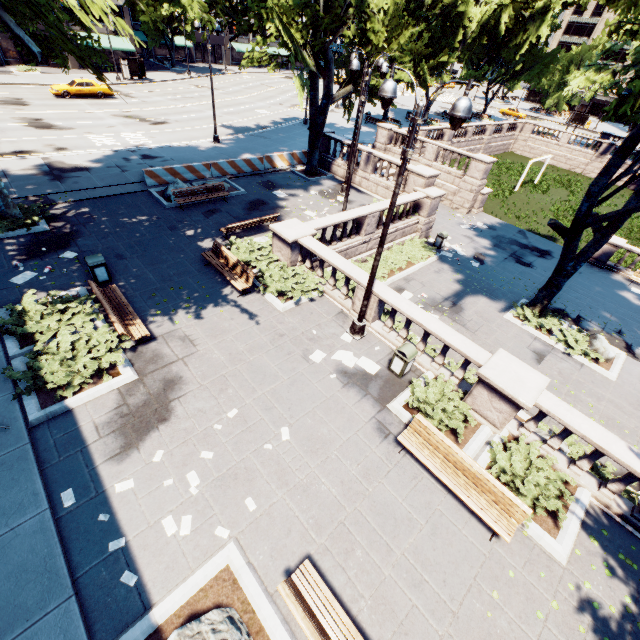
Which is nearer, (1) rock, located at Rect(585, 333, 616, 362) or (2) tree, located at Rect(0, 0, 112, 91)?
(2) tree, located at Rect(0, 0, 112, 91)

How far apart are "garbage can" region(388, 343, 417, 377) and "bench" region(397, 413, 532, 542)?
1.76m

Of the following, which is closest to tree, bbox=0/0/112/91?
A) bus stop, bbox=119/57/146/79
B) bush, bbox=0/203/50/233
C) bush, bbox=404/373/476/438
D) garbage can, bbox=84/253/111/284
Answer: bush, bbox=0/203/50/233

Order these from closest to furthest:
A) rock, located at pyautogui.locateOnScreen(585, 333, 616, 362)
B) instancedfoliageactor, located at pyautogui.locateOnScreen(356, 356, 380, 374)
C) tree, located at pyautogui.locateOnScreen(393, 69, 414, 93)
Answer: instancedfoliageactor, located at pyautogui.locateOnScreen(356, 356, 380, 374)
rock, located at pyautogui.locateOnScreen(585, 333, 616, 362)
tree, located at pyautogui.locateOnScreen(393, 69, 414, 93)

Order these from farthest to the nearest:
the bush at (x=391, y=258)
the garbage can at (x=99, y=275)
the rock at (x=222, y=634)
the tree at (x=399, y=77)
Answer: the tree at (x=399, y=77) → the bush at (x=391, y=258) → the garbage can at (x=99, y=275) → the rock at (x=222, y=634)

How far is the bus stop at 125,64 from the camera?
40.03m

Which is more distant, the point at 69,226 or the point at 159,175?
the point at 159,175

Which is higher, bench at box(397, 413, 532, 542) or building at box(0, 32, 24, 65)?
building at box(0, 32, 24, 65)
